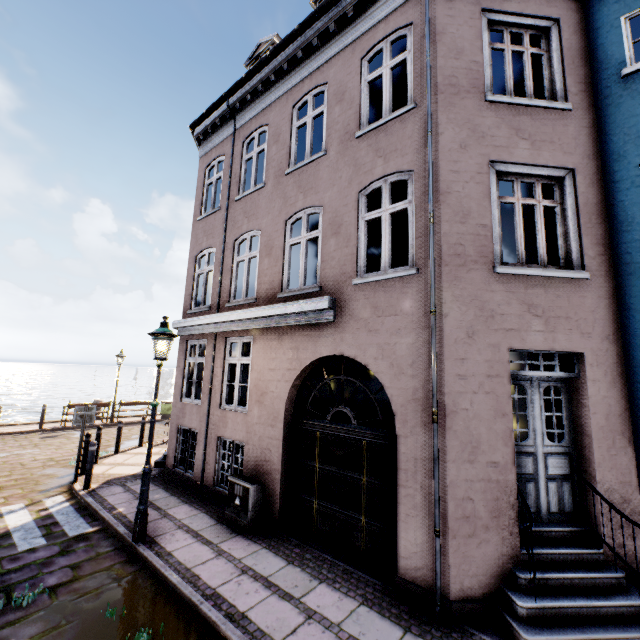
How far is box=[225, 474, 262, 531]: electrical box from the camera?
6.2m

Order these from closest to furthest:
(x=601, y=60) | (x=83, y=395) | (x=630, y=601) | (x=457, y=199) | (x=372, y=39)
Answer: (x=630, y=601) → (x=457, y=199) → (x=601, y=60) → (x=372, y=39) → (x=83, y=395)

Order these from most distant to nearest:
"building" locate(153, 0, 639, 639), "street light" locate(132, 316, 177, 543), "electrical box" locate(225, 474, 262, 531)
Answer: "electrical box" locate(225, 474, 262, 531)
"street light" locate(132, 316, 177, 543)
"building" locate(153, 0, 639, 639)

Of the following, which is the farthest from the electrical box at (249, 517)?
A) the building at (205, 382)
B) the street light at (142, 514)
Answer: the street light at (142, 514)

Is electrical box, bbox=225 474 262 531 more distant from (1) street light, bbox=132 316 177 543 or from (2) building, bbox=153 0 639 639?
(1) street light, bbox=132 316 177 543

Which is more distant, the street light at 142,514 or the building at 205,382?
the street light at 142,514

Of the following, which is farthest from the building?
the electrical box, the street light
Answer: the street light
